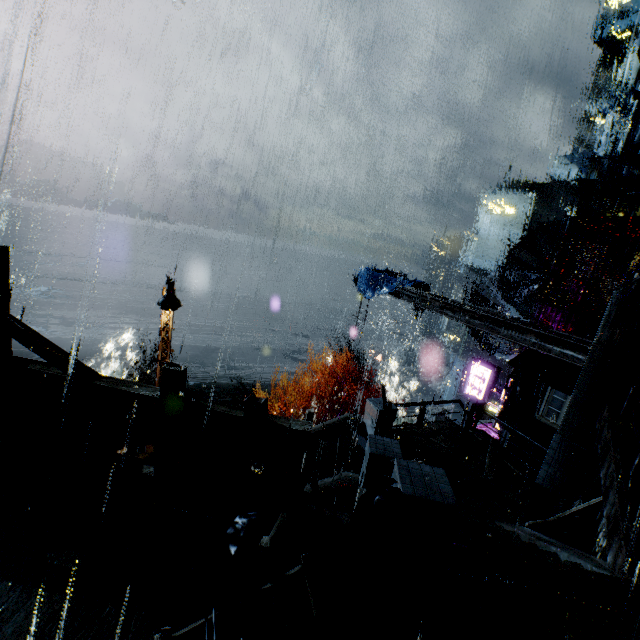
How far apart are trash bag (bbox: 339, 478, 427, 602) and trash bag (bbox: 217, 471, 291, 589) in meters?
0.7 m

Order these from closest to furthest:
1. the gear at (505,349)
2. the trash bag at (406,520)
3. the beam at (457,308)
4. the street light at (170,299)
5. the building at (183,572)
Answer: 1. the building at (183,572)
2. the trash bag at (406,520)
3. the beam at (457,308)
4. the street light at (170,299)
5. the gear at (505,349)

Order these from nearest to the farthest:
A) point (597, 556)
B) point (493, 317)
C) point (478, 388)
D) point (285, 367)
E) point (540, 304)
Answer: point (597, 556) → point (493, 317) → point (285, 367) → point (478, 388) → point (540, 304)

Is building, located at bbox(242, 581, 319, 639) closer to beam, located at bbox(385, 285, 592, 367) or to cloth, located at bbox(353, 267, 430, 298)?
beam, located at bbox(385, 285, 592, 367)

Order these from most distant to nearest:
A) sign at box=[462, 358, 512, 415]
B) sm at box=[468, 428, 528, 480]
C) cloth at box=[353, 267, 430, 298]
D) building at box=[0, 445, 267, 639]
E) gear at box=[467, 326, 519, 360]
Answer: gear at box=[467, 326, 519, 360]
cloth at box=[353, 267, 430, 298]
sign at box=[462, 358, 512, 415]
sm at box=[468, 428, 528, 480]
building at box=[0, 445, 267, 639]

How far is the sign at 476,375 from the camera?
16.83m

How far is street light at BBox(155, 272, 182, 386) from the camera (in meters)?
11.80

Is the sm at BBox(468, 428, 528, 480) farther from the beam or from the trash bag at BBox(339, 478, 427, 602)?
the trash bag at BBox(339, 478, 427, 602)
